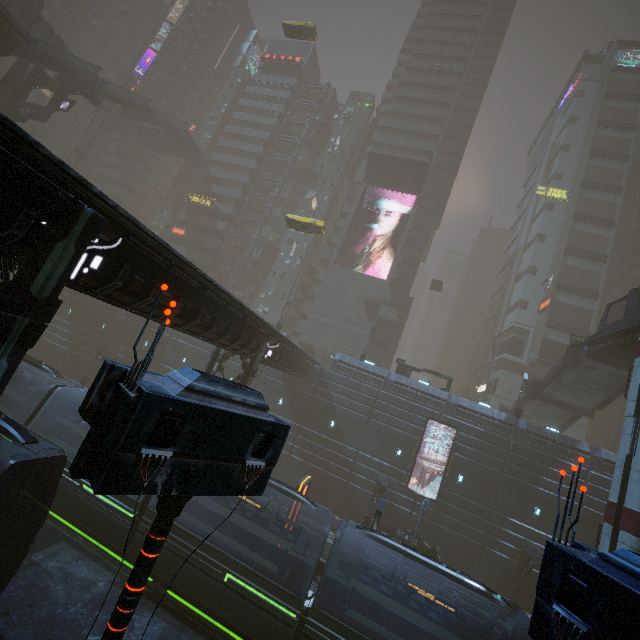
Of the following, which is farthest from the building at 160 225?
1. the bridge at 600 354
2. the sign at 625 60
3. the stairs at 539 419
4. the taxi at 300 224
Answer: the bridge at 600 354

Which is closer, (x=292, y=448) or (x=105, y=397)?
(x=105, y=397)

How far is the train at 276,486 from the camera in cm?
1456

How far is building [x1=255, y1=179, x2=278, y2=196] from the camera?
55.16m

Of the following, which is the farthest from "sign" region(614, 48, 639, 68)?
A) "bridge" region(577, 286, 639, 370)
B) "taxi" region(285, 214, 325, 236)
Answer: "bridge" region(577, 286, 639, 370)

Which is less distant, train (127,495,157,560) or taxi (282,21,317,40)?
train (127,495,157,560)

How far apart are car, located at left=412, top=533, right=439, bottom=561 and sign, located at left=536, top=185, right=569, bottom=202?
55.01m

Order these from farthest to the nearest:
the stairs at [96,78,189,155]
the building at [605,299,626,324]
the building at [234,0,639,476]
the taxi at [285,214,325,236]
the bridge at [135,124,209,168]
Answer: the bridge at [135,124,209,168] < the building at [605,299,626,324] < the building at [234,0,639,476] < the stairs at [96,78,189,155] < the taxi at [285,214,325,236]
